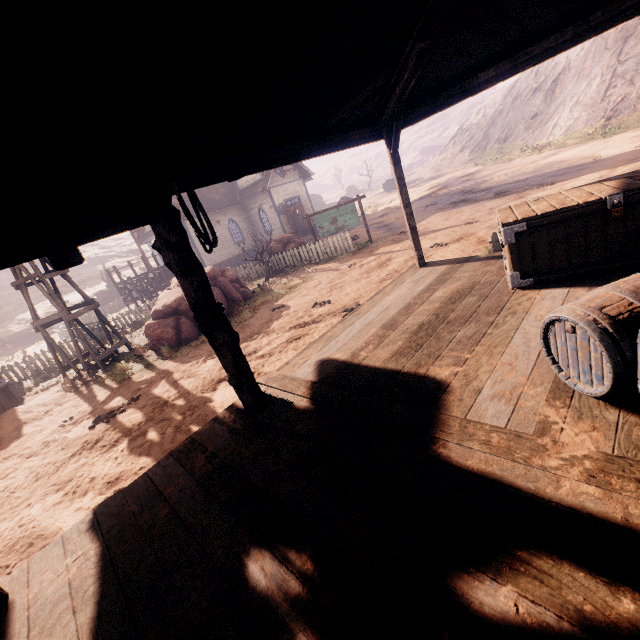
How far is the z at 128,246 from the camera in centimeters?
3300cm

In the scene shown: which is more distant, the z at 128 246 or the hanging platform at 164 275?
the z at 128 246

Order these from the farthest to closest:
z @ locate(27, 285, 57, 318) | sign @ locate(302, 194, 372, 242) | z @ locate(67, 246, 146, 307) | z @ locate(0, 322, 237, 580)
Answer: z @ locate(67, 246, 146, 307) → z @ locate(27, 285, 57, 318) → sign @ locate(302, 194, 372, 242) → z @ locate(0, 322, 237, 580)

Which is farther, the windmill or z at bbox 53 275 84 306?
z at bbox 53 275 84 306

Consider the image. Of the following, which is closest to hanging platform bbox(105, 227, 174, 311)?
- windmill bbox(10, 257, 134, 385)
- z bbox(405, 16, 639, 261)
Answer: z bbox(405, 16, 639, 261)

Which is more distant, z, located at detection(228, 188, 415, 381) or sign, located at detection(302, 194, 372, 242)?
sign, located at detection(302, 194, 372, 242)

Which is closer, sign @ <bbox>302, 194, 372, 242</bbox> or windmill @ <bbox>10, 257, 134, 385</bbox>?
windmill @ <bbox>10, 257, 134, 385</bbox>

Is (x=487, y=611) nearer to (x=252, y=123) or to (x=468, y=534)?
(x=468, y=534)
